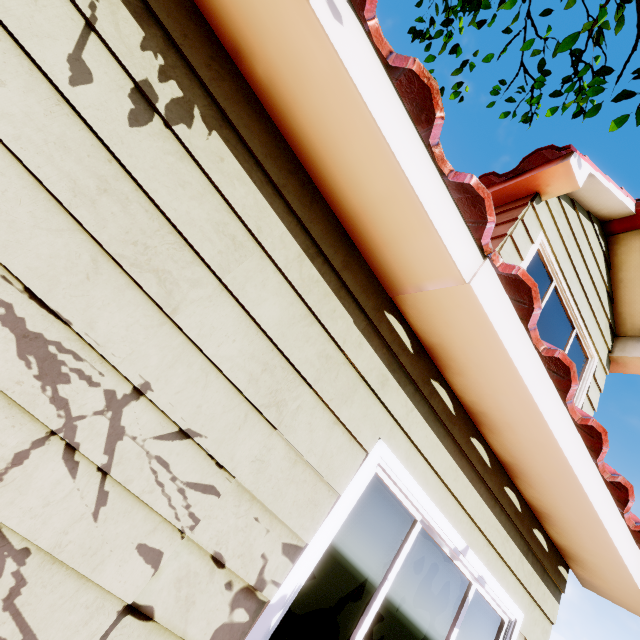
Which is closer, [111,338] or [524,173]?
[111,338]
